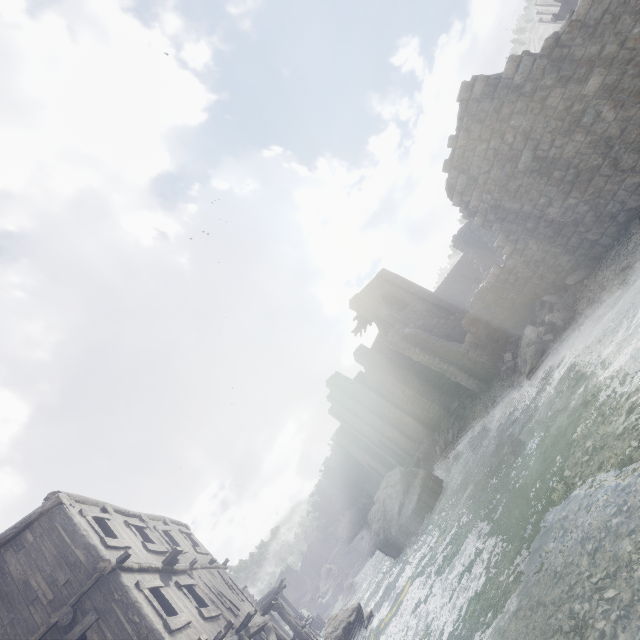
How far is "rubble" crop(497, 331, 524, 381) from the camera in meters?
16.6 m

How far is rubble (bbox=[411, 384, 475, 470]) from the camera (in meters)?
23.41

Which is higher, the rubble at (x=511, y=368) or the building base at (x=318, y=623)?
the building base at (x=318, y=623)

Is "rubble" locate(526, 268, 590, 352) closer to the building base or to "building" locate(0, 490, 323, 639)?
"building" locate(0, 490, 323, 639)

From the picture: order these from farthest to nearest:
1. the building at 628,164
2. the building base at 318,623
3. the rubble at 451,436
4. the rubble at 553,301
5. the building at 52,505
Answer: the building base at 318,623 → the rubble at 451,436 → the rubble at 553,301 → the building at 628,164 → the building at 52,505

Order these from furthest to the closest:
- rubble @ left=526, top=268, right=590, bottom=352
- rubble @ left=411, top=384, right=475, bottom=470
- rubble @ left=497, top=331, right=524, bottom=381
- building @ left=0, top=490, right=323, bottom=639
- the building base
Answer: the building base, rubble @ left=411, top=384, right=475, bottom=470, rubble @ left=497, top=331, right=524, bottom=381, rubble @ left=526, top=268, right=590, bottom=352, building @ left=0, top=490, right=323, bottom=639

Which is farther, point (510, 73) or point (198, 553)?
point (198, 553)
